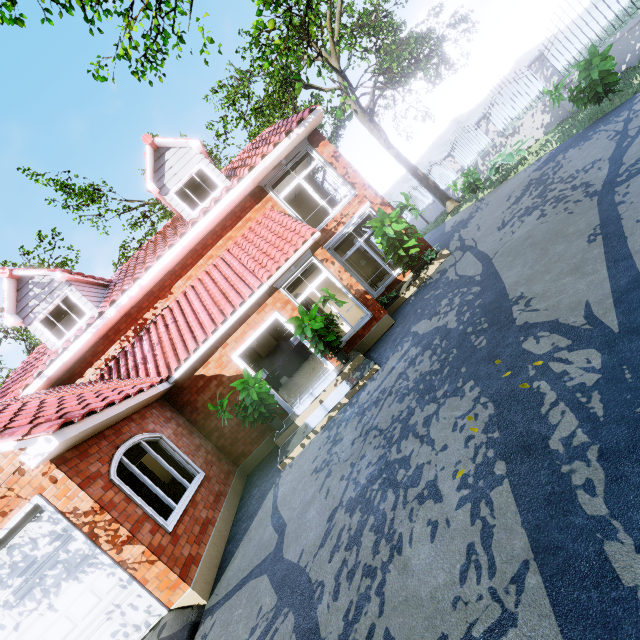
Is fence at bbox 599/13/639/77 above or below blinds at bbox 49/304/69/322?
below

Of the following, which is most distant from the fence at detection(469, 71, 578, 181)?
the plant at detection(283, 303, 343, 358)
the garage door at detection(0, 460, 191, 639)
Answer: the plant at detection(283, 303, 343, 358)

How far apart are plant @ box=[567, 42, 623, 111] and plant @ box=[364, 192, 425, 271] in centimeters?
523cm

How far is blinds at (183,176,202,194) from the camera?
10.9 meters

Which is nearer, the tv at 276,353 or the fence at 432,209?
the tv at 276,353

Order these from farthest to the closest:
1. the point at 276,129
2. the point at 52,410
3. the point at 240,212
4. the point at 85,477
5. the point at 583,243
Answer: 1. the point at 276,129
2. the point at 240,212
3. the point at 52,410
4. the point at 85,477
5. the point at 583,243

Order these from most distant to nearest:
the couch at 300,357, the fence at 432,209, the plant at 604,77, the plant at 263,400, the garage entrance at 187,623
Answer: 1. the fence at 432,209
2. the couch at 300,357
3. the plant at 604,77
4. the plant at 263,400
5. the garage entrance at 187,623

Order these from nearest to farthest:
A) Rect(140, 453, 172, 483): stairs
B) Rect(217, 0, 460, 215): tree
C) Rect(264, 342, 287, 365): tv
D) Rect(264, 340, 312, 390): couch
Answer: Rect(217, 0, 460, 215): tree, Rect(140, 453, 172, 483): stairs, Rect(264, 340, 312, 390): couch, Rect(264, 342, 287, 365): tv
